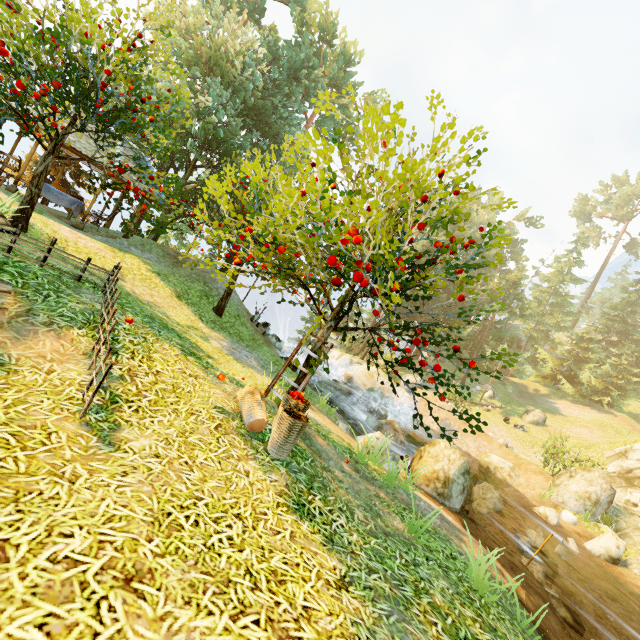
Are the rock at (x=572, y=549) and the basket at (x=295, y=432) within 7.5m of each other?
no

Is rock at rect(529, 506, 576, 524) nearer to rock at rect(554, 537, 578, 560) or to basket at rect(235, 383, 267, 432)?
rock at rect(554, 537, 578, 560)

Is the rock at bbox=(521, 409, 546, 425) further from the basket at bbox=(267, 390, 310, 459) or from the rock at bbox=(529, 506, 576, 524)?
the basket at bbox=(267, 390, 310, 459)

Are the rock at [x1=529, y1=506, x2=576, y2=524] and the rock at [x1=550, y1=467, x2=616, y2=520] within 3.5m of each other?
yes

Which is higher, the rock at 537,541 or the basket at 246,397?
the basket at 246,397

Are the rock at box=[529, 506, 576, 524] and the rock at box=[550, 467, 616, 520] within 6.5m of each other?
yes

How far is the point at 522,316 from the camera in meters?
33.8 m

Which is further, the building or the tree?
the building
